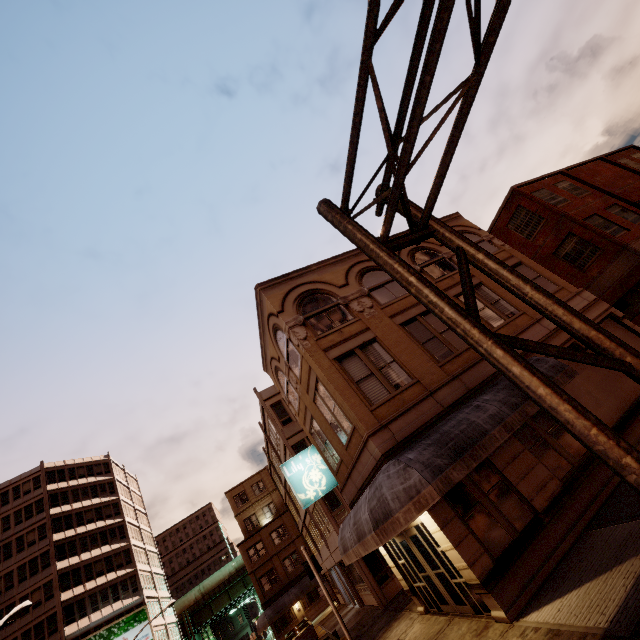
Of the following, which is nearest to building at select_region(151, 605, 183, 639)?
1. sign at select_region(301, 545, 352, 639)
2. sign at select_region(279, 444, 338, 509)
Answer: sign at select_region(301, 545, 352, 639)

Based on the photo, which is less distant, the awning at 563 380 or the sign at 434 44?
the sign at 434 44

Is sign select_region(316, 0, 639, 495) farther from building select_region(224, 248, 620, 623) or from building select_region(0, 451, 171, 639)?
Answer: building select_region(0, 451, 171, 639)

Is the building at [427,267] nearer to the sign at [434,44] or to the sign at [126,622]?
the sign at [434,44]

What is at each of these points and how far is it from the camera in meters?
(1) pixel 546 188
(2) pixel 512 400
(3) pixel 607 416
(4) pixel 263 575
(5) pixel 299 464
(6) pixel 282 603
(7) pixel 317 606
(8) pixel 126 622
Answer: (1) building, 24.5 m
(2) awning, 10.1 m
(3) building, 11.8 m
(4) building, 40.6 m
(5) sign, 16.2 m
(6) awning, 37.9 m
(7) building, 39.0 m
(8) sign, 42.4 m

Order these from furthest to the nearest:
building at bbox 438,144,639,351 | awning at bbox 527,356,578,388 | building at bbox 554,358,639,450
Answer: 1. building at bbox 438,144,639,351
2. building at bbox 554,358,639,450
3. awning at bbox 527,356,578,388

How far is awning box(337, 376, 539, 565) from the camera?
8.20m

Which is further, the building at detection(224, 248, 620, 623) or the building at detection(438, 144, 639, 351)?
the building at detection(438, 144, 639, 351)
